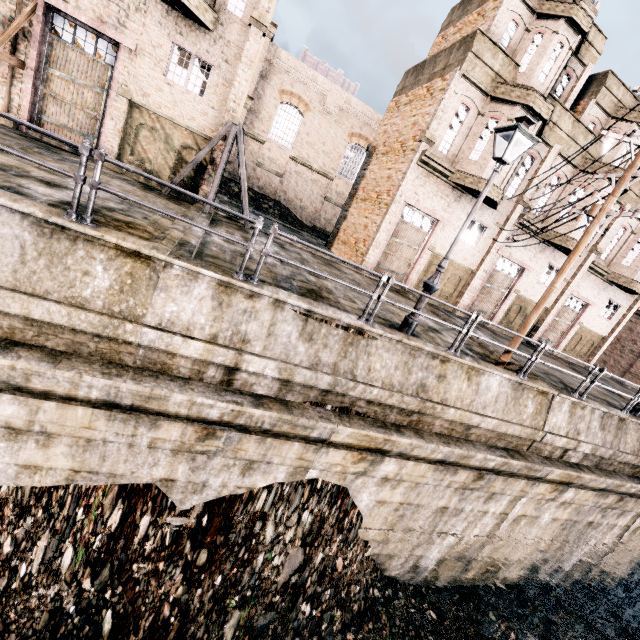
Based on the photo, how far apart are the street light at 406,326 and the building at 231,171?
25.9m

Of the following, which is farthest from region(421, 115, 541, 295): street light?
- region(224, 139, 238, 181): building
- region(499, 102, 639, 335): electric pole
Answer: region(224, 139, 238, 181): building

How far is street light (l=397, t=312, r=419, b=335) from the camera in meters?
8.8

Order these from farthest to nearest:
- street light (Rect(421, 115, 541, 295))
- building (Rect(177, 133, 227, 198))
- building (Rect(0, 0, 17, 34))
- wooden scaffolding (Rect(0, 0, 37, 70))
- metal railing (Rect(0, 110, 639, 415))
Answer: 1. building (Rect(177, 133, 227, 198))
2. building (Rect(0, 0, 17, 34))
3. wooden scaffolding (Rect(0, 0, 37, 70))
4. street light (Rect(421, 115, 541, 295))
5. metal railing (Rect(0, 110, 639, 415))

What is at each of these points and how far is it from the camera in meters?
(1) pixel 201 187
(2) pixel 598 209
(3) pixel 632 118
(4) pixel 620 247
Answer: (1) building, 14.6
(2) electric pole, 9.3
(3) building, 18.2
(4) building, 22.6

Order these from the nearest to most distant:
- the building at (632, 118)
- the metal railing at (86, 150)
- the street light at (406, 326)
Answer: the metal railing at (86, 150) → the street light at (406, 326) → the building at (632, 118)

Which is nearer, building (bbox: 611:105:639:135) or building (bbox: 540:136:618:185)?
building (bbox: 611:105:639:135)

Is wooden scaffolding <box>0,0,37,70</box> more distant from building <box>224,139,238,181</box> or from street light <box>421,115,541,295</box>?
building <box>224,139,238,181</box>
